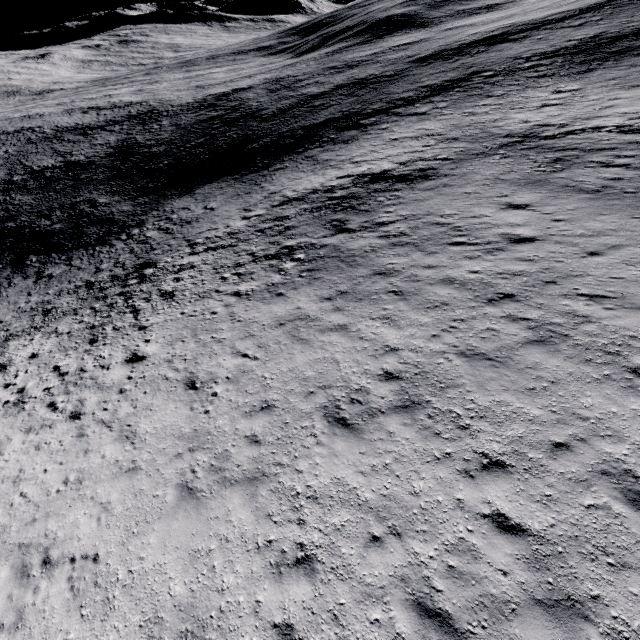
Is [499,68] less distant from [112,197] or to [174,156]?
[174,156]
